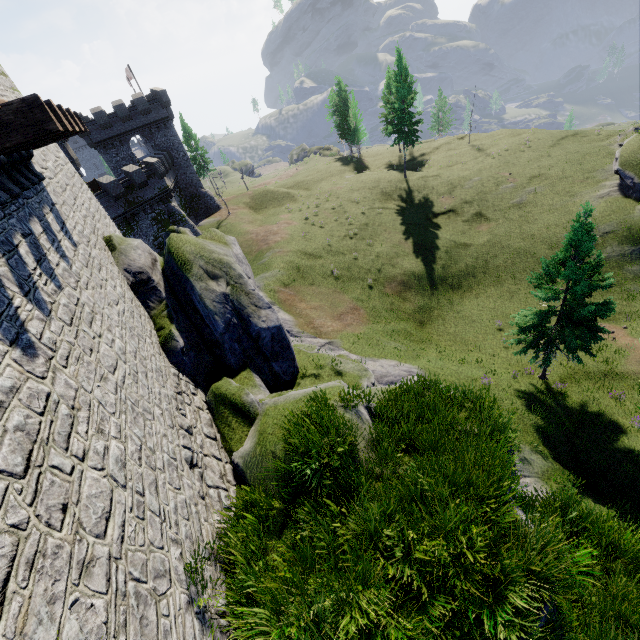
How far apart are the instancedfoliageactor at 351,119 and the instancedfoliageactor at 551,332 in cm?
5377

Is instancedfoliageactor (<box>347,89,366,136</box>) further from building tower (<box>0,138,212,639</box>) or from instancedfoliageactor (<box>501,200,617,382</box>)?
building tower (<box>0,138,212,639</box>)

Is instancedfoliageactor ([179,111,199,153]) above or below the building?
above

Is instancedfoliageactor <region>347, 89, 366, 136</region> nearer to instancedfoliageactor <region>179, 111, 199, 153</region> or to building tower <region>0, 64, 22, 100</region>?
instancedfoliageactor <region>179, 111, 199, 153</region>

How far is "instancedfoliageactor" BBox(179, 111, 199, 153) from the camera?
57.28m

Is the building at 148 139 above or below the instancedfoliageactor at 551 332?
above

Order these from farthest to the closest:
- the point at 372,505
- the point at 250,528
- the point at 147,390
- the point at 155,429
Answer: the point at 147,390 < the point at 155,429 < the point at 250,528 < the point at 372,505

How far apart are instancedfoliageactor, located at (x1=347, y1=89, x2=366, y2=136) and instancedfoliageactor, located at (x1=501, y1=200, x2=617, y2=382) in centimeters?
5377cm
